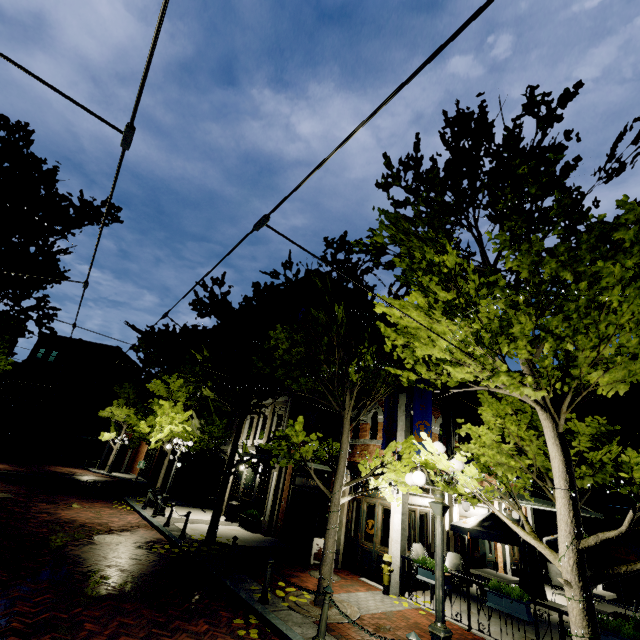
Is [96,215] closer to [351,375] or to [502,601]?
[351,375]

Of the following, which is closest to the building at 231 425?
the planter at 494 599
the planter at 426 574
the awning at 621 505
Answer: the planter at 426 574

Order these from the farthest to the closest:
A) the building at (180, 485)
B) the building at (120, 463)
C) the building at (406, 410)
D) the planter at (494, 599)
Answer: the building at (120, 463), the building at (180, 485), the building at (406, 410), the planter at (494, 599)

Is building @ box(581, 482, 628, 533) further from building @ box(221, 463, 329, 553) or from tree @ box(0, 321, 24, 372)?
building @ box(221, 463, 329, 553)

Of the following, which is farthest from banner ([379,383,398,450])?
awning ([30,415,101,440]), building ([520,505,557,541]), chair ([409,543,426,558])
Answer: awning ([30,415,101,440])

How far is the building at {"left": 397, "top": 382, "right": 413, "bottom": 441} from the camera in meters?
11.4

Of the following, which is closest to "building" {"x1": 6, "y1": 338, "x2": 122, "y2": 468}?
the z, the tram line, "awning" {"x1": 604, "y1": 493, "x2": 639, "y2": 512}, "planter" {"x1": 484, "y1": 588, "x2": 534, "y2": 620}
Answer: the z
